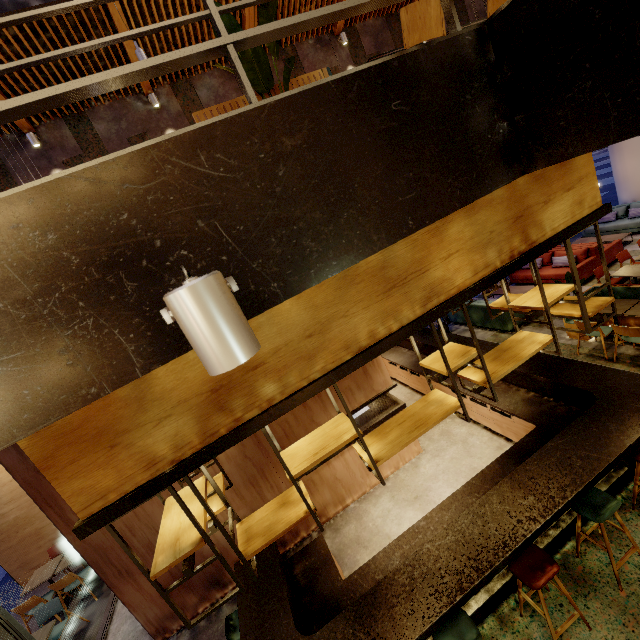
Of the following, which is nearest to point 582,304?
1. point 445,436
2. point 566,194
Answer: point 566,194

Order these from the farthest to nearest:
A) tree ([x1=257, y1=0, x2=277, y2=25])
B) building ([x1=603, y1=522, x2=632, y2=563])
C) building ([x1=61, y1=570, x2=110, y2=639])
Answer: building ([x1=61, y1=570, x2=110, y2=639]) < building ([x1=603, y1=522, x2=632, y2=563]) < tree ([x1=257, y1=0, x2=277, y2=25])

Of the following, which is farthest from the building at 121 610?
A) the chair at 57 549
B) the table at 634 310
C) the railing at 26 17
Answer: the chair at 57 549

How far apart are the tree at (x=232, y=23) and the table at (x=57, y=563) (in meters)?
9.73

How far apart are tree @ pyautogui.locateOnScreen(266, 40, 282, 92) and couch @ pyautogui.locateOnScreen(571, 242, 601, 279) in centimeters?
1040cm

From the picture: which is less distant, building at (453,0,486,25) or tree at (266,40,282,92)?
tree at (266,40,282,92)

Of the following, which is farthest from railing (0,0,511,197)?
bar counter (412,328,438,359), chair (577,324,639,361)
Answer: chair (577,324,639,361)

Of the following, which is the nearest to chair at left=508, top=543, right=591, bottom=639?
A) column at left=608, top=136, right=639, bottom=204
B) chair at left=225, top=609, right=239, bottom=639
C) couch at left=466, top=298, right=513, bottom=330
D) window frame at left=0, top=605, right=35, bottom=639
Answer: chair at left=225, top=609, right=239, bottom=639
